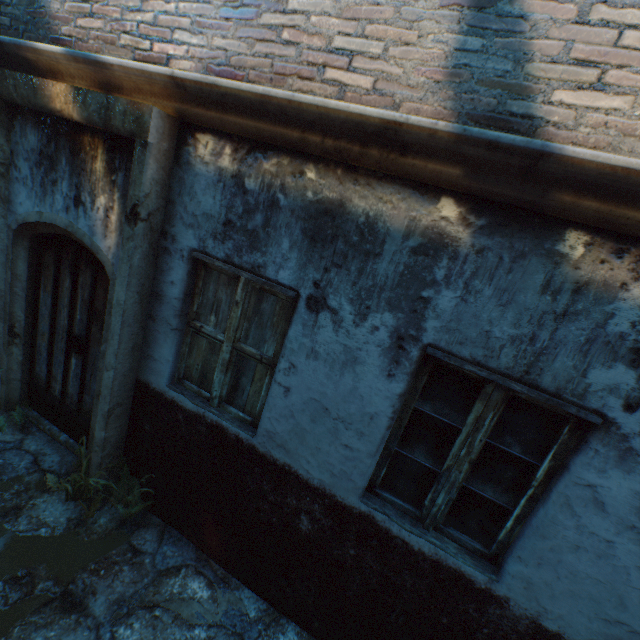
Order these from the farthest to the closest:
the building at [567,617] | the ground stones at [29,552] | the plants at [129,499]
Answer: the plants at [129,499] < the ground stones at [29,552] < the building at [567,617]

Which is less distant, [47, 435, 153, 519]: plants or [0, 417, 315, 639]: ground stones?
[0, 417, 315, 639]: ground stones

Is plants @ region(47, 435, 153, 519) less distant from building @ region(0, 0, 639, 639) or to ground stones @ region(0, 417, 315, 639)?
ground stones @ region(0, 417, 315, 639)

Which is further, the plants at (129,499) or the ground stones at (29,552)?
the plants at (129,499)

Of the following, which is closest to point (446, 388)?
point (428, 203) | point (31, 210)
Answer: point (428, 203)

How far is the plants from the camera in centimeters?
312cm

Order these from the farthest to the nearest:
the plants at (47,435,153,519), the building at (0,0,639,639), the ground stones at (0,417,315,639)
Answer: the plants at (47,435,153,519)
the ground stones at (0,417,315,639)
the building at (0,0,639,639)

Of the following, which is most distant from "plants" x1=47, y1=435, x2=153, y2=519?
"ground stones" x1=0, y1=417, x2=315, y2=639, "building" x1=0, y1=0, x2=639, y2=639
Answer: "building" x1=0, y1=0, x2=639, y2=639
